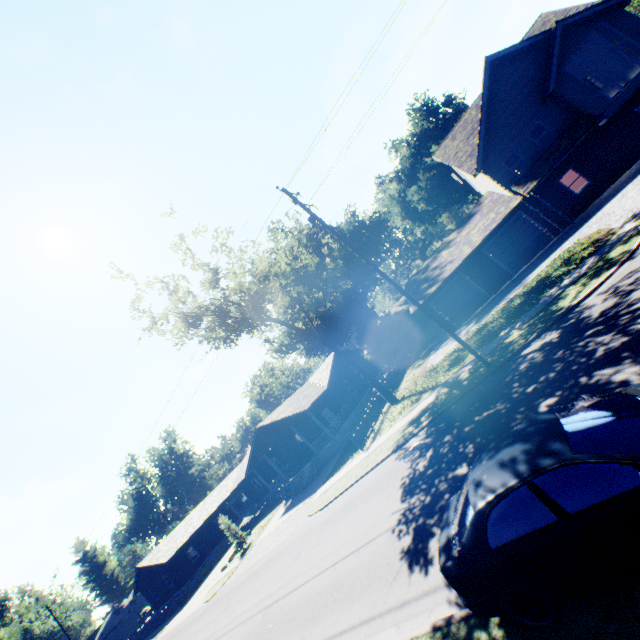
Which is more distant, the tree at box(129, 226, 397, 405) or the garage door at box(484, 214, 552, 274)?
the garage door at box(484, 214, 552, 274)

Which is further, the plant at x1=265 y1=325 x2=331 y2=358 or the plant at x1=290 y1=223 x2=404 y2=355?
the plant at x1=265 y1=325 x2=331 y2=358

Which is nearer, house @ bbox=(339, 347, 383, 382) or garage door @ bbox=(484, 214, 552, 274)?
garage door @ bbox=(484, 214, 552, 274)

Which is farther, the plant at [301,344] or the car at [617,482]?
the plant at [301,344]

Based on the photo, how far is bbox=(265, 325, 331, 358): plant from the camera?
50.53m

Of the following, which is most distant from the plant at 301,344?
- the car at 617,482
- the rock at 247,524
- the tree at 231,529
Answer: the car at 617,482

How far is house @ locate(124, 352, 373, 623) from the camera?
29.2 meters

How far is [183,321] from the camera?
22.9m
